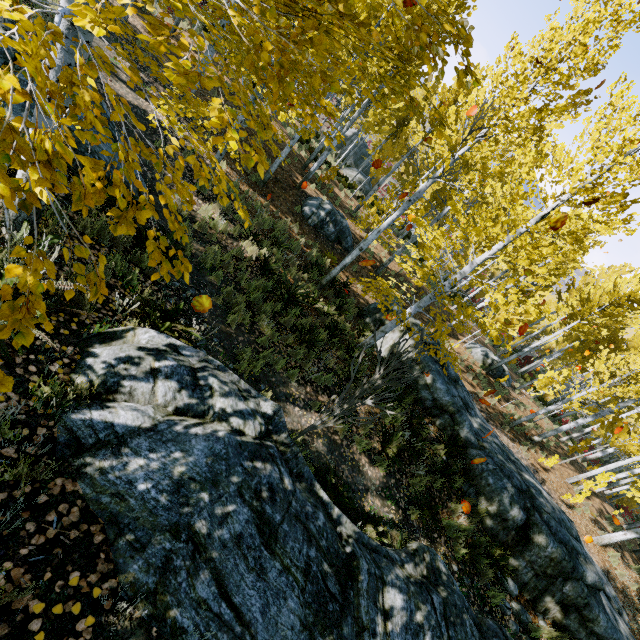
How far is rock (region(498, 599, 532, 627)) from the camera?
6.69m

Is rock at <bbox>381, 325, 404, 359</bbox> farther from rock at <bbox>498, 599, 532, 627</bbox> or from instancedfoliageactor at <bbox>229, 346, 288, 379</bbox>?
instancedfoliageactor at <bbox>229, 346, 288, 379</bbox>

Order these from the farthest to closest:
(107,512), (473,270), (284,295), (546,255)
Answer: (473,270)
(284,295)
(546,255)
(107,512)

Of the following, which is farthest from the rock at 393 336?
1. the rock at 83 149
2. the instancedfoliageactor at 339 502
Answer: the instancedfoliageactor at 339 502

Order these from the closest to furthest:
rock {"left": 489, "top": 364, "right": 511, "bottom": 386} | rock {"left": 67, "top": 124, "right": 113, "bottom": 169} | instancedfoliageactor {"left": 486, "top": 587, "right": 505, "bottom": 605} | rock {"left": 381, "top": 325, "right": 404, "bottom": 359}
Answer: rock {"left": 67, "top": 124, "right": 113, "bottom": 169} < instancedfoliageactor {"left": 486, "top": 587, "right": 505, "bottom": 605} < rock {"left": 381, "top": 325, "right": 404, "bottom": 359} < rock {"left": 489, "top": 364, "right": 511, "bottom": 386}

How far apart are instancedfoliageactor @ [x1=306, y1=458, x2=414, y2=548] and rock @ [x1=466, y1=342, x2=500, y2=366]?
17.0 meters

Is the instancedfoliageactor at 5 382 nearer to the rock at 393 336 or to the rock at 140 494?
the rock at 140 494
